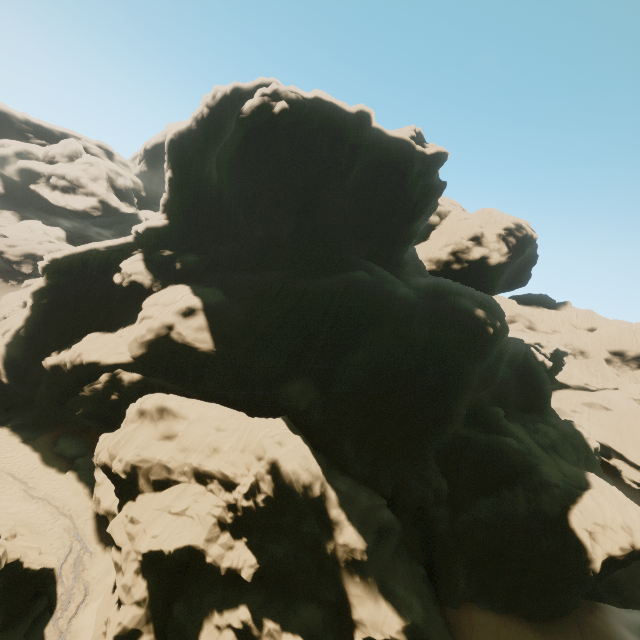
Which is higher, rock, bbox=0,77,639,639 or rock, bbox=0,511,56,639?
rock, bbox=0,77,639,639

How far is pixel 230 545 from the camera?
18.97m

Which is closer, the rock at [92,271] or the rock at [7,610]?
the rock at [7,610]

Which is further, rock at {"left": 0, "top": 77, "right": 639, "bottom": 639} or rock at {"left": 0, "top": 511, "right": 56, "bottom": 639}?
rock at {"left": 0, "top": 77, "right": 639, "bottom": 639}

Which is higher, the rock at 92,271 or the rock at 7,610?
the rock at 92,271
